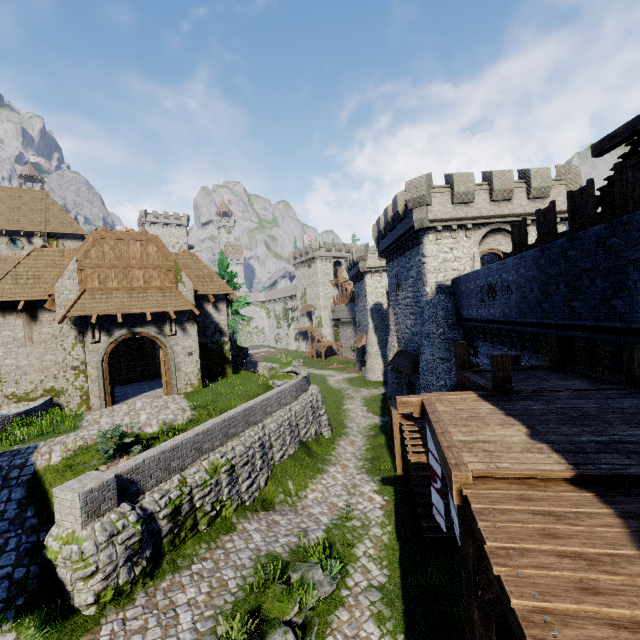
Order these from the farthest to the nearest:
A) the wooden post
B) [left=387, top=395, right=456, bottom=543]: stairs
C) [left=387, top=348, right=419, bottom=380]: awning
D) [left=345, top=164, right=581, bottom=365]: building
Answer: [left=387, top=348, right=419, bottom=380]: awning
[left=345, top=164, right=581, bottom=365]: building
[left=387, top=395, right=456, bottom=543]: stairs
the wooden post

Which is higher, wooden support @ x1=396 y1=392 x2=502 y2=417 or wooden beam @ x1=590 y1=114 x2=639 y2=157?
wooden beam @ x1=590 y1=114 x2=639 y2=157

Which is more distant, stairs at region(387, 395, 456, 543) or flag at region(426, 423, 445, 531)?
stairs at region(387, 395, 456, 543)

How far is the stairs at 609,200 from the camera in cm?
984

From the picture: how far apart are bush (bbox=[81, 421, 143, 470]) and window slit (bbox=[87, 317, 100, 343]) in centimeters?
684cm

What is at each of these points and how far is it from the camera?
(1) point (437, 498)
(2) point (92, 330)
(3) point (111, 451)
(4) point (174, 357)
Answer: (1) flag, 7.5 meters
(2) window slit, 16.2 meters
(3) bush, 10.2 meters
(4) double door, 18.1 meters

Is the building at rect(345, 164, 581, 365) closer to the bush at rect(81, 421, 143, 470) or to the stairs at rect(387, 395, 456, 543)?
the stairs at rect(387, 395, 456, 543)

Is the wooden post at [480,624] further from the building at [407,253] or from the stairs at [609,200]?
the building at [407,253]
